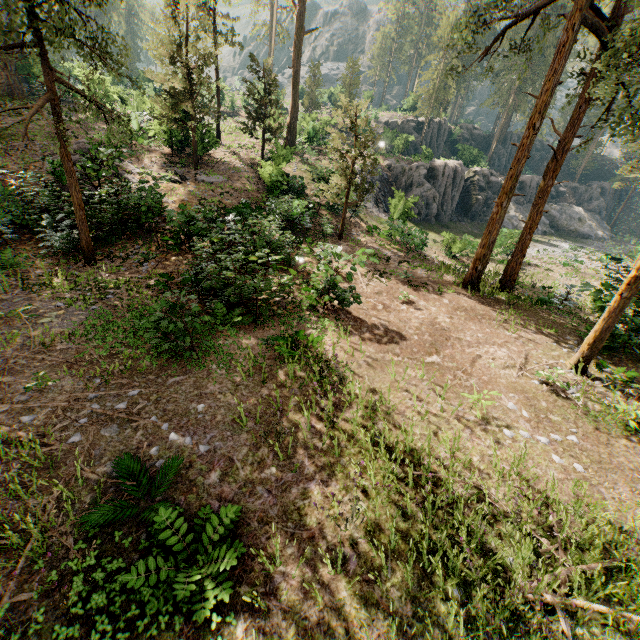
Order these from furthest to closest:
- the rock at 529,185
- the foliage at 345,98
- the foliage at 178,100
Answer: the rock at 529,185 < the foliage at 178,100 < the foliage at 345,98

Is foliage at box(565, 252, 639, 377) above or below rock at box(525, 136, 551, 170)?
below

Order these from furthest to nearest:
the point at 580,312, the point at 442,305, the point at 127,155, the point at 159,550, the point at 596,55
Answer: the point at 127,155, the point at 580,312, the point at 442,305, the point at 596,55, the point at 159,550

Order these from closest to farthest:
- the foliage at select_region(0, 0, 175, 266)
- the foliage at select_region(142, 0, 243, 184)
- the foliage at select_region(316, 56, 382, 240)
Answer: the foliage at select_region(0, 0, 175, 266) → the foliage at select_region(316, 56, 382, 240) → the foliage at select_region(142, 0, 243, 184)

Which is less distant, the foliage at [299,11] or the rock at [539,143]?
the foliage at [299,11]

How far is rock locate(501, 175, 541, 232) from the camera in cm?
4053

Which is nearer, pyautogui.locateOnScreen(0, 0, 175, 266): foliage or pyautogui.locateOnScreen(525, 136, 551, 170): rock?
pyautogui.locateOnScreen(0, 0, 175, 266): foliage

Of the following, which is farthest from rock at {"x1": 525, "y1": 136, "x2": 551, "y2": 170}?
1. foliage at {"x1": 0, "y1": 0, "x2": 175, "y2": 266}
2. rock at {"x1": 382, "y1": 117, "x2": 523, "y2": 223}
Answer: rock at {"x1": 382, "y1": 117, "x2": 523, "y2": 223}
